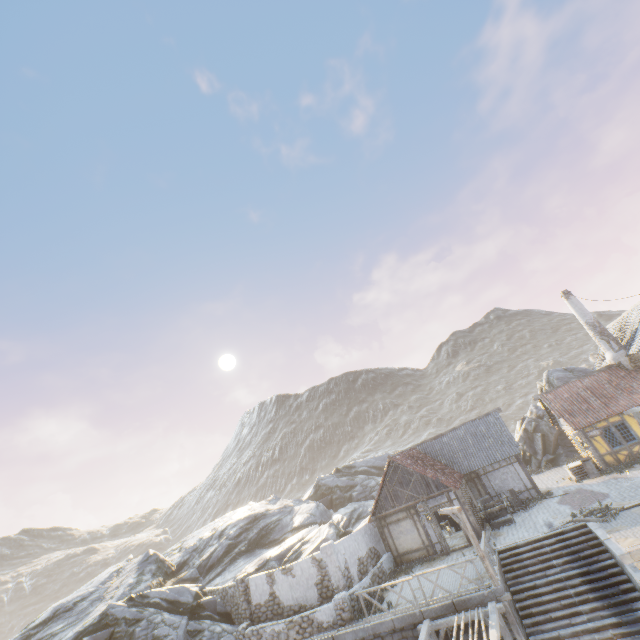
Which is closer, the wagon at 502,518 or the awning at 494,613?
the awning at 494,613

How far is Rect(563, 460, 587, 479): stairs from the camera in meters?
21.8

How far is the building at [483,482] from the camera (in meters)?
18.92

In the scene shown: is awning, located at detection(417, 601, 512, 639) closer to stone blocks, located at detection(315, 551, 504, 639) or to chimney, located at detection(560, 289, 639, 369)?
stone blocks, located at detection(315, 551, 504, 639)

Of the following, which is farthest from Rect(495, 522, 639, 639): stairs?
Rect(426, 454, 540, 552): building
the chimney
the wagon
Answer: the chimney

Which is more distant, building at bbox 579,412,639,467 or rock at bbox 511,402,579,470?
rock at bbox 511,402,579,470

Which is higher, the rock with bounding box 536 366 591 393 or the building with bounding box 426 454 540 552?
the rock with bounding box 536 366 591 393

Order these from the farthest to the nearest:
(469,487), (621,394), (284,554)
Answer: (284,554) < (469,487) < (621,394)
